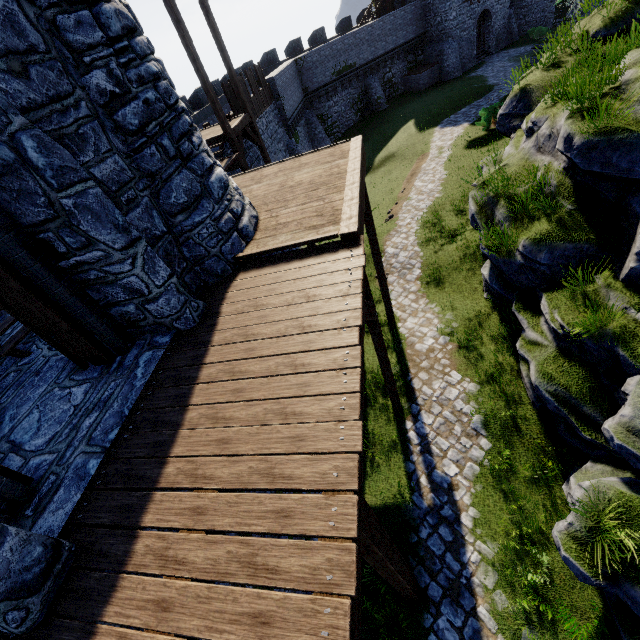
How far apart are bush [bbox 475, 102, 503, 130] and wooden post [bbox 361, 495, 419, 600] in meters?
23.5 m

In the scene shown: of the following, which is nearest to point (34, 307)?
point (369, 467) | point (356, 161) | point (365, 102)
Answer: point (356, 161)

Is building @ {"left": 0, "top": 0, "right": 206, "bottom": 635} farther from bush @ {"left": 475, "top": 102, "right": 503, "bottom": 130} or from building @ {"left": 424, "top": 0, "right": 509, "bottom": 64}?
building @ {"left": 424, "top": 0, "right": 509, "bottom": 64}

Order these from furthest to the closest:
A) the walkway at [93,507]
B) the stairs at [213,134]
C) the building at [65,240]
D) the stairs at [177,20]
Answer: the stairs at [213,134], the stairs at [177,20], the building at [65,240], the walkway at [93,507]

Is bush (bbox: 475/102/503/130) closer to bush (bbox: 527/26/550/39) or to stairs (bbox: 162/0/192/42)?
stairs (bbox: 162/0/192/42)

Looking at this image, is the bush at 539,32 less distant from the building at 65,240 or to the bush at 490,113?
the bush at 490,113

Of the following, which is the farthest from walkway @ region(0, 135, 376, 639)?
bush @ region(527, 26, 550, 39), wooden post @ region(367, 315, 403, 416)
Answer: bush @ region(527, 26, 550, 39)

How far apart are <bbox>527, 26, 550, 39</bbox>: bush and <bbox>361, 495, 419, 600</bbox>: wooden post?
46.9m
